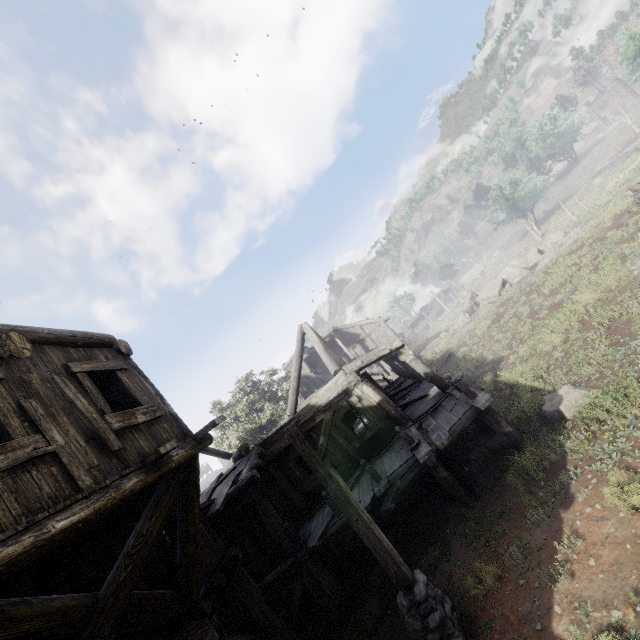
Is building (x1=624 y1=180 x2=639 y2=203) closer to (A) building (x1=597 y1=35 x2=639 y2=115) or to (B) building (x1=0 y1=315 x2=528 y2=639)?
(B) building (x1=0 y1=315 x2=528 y2=639)

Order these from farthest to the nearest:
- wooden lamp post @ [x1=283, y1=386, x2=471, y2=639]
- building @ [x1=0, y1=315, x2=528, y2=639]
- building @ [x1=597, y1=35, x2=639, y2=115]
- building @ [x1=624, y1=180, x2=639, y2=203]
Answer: building @ [x1=597, y1=35, x2=639, y2=115] → building @ [x1=624, y1=180, x2=639, y2=203] → wooden lamp post @ [x1=283, y1=386, x2=471, y2=639] → building @ [x1=0, y1=315, x2=528, y2=639]

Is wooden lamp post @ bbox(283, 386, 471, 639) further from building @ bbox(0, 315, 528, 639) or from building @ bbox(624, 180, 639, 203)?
building @ bbox(624, 180, 639, 203)

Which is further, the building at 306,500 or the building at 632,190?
the building at 632,190

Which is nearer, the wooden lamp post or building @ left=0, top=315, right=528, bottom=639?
building @ left=0, top=315, right=528, bottom=639

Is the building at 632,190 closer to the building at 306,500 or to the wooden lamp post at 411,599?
the building at 306,500

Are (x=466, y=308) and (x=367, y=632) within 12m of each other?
no

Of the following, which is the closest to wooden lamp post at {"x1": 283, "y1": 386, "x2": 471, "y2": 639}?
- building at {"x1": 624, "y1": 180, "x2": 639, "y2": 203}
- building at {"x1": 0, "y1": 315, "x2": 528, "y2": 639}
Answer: building at {"x1": 0, "y1": 315, "x2": 528, "y2": 639}
